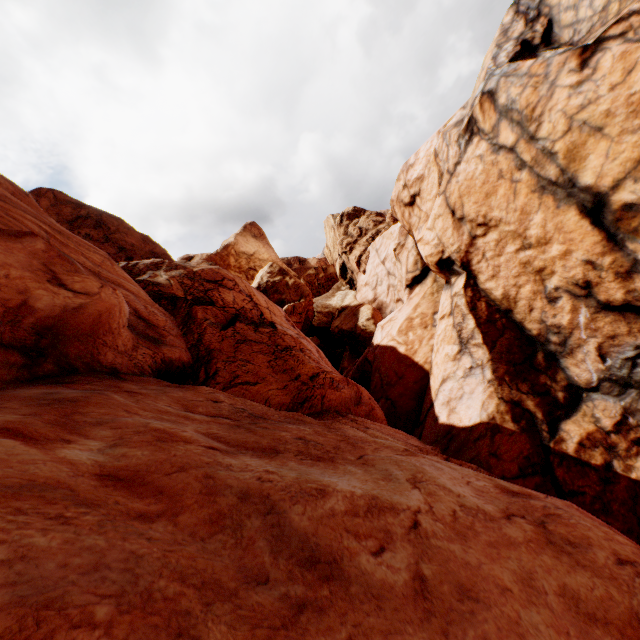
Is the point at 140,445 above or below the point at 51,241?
below
